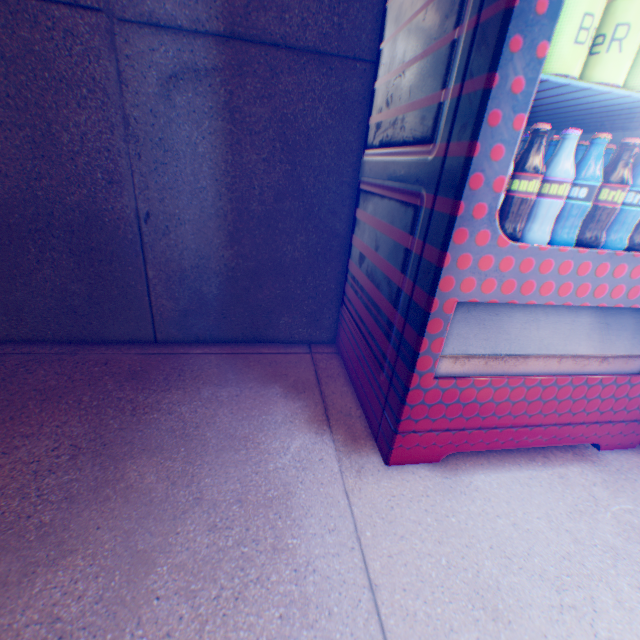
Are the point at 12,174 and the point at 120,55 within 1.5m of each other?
yes

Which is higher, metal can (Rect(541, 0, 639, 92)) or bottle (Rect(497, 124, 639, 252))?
metal can (Rect(541, 0, 639, 92))

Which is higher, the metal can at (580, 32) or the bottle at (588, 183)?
the metal can at (580, 32)
